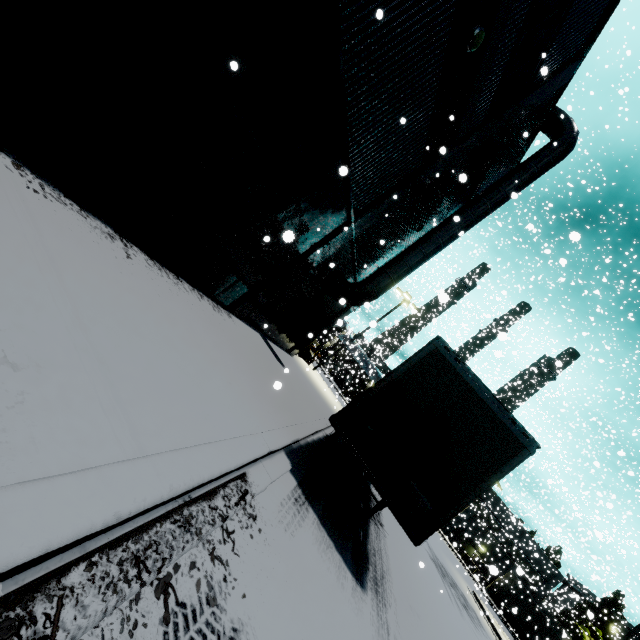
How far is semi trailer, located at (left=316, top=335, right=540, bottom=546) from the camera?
5.73m

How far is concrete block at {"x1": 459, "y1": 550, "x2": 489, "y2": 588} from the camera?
34.8m

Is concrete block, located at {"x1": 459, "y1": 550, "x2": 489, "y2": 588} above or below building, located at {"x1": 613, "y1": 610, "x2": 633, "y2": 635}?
below

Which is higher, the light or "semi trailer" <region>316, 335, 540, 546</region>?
the light

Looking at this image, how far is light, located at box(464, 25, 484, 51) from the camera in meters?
7.2

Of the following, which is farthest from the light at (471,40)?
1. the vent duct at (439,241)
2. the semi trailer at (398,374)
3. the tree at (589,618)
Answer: the tree at (589,618)

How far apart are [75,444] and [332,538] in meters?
5.3

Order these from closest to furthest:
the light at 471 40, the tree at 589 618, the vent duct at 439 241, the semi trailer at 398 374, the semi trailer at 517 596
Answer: the semi trailer at 398 374 → the light at 471 40 → the vent duct at 439 241 → the semi trailer at 517 596 → the tree at 589 618
